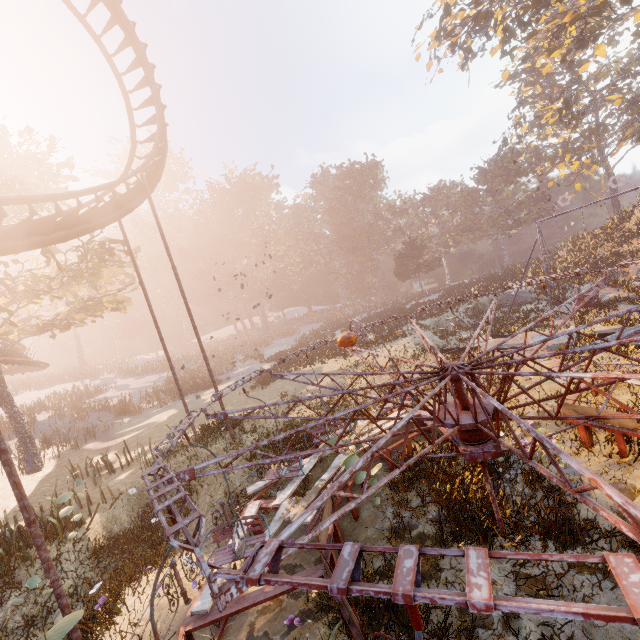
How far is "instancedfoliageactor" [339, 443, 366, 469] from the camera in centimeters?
719cm

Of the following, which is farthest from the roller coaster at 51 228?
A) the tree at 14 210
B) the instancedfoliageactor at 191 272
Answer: the instancedfoliageactor at 191 272

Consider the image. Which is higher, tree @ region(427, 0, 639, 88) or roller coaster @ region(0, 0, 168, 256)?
tree @ region(427, 0, 639, 88)

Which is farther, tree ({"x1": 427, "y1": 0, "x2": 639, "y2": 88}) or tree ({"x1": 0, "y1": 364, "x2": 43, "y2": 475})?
tree ({"x1": 427, "y1": 0, "x2": 639, "y2": 88})

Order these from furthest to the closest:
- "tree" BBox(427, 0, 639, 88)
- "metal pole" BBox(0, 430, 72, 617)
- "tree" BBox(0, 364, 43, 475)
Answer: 1. "tree" BBox(427, 0, 639, 88)
2. "tree" BBox(0, 364, 43, 475)
3. "metal pole" BBox(0, 430, 72, 617)

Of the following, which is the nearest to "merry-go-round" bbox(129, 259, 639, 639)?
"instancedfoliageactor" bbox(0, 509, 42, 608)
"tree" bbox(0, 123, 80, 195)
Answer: "instancedfoliageactor" bbox(0, 509, 42, 608)

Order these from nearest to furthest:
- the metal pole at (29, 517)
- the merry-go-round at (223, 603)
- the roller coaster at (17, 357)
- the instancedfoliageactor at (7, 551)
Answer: the merry-go-round at (223, 603), the metal pole at (29, 517), the instancedfoliageactor at (7, 551), the roller coaster at (17, 357)

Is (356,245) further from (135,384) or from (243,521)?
(243,521)
